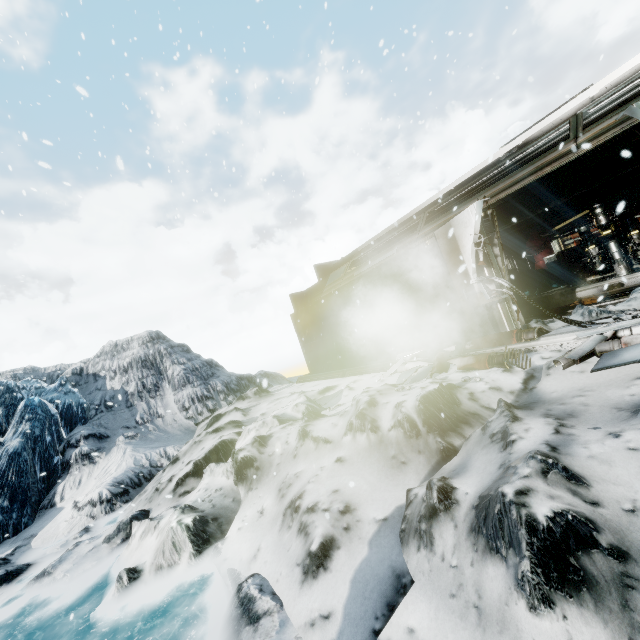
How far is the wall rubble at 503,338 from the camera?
5.3m

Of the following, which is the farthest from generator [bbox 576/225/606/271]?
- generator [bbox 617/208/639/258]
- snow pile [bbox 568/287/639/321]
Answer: snow pile [bbox 568/287/639/321]

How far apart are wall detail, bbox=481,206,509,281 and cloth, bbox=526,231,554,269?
9.55m

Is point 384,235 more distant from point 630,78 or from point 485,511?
point 485,511

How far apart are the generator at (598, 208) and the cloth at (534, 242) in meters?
3.4

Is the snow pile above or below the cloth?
below

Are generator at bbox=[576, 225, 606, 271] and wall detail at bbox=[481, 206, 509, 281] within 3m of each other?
no

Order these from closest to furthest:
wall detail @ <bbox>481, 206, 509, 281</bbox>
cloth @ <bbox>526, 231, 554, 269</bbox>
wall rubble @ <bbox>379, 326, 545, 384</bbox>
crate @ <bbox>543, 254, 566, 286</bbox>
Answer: wall rubble @ <bbox>379, 326, 545, 384</bbox> → wall detail @ <bbox>481, 206, 509, 281</bbox> → crate @ <bbox>543, 254, 566, 286</bbox> → cloth @ <bbox>526, 231, 554, 269</bbox>
